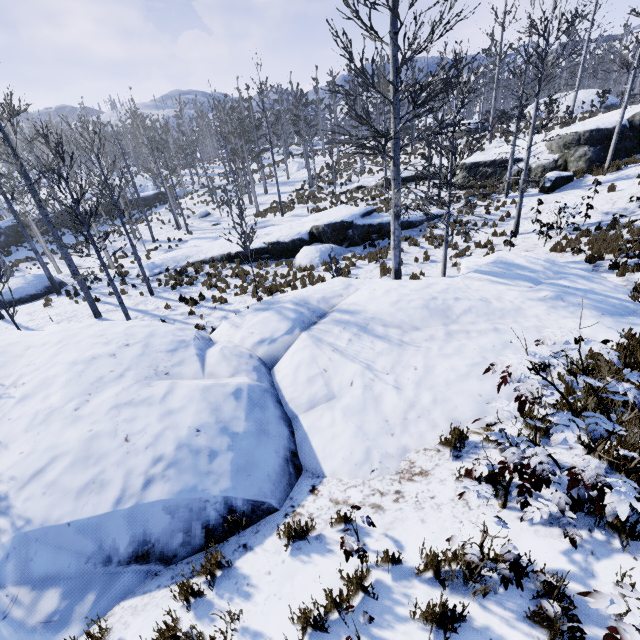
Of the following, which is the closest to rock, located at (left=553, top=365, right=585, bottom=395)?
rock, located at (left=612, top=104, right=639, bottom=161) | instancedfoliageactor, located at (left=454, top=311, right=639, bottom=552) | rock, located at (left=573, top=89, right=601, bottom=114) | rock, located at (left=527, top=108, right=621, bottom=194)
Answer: instancedfoliageactor, located at (left=454, top=311, right=639, bottom=552)

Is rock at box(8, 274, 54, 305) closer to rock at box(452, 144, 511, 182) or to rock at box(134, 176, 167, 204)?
rock at box(134, 176, 167, 204)

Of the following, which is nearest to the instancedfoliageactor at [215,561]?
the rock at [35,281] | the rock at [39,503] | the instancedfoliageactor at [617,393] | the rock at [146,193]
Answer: the rock at [39,503]

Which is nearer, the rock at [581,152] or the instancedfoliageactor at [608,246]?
the instancedfoliageactor at [608,246]

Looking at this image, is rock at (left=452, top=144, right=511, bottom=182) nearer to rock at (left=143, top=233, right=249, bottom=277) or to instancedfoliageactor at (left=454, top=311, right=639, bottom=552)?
rock at (left=143, top=233, right=249, bottom=277)

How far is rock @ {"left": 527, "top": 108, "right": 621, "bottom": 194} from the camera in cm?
1814

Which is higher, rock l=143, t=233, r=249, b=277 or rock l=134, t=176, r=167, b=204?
rock l=134, t=176, r=167, b=204

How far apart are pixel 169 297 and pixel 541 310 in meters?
15.1 m
